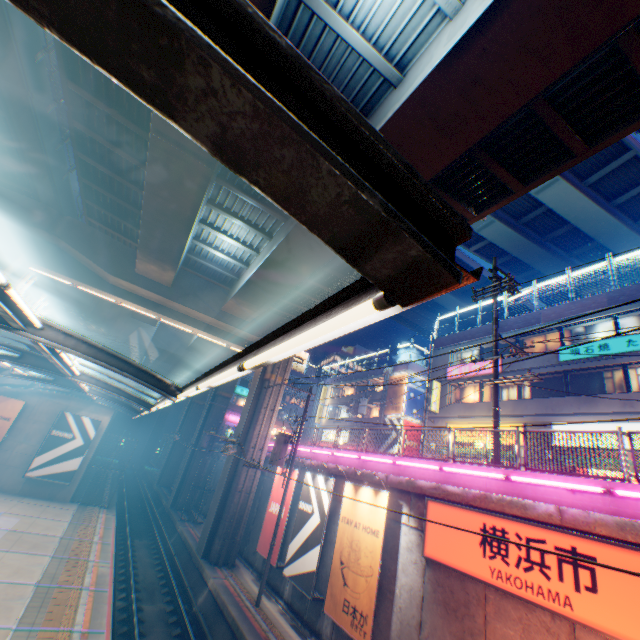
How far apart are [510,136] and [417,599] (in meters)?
14.04

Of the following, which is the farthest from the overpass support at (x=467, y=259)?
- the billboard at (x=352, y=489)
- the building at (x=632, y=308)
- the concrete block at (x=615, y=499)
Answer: the building at (x=632, y=308)

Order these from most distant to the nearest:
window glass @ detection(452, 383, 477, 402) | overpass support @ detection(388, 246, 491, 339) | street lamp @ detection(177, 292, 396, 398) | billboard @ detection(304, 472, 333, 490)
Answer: overpass support @ detection(388, 246, 491, 339), window glass @ detection(452, 383, 477, 402), billboard @ detection(304, 472, 333, 490), street lamp @ detection(177, 292, 396, 398)

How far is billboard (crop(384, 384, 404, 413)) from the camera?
32.8 meters

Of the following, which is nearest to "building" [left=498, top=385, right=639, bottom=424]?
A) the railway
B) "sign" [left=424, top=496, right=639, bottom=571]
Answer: "sign" [left=424, top=496, right=639, bottom=571]

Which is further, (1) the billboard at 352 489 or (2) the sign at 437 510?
(1) the billboard at 352 489

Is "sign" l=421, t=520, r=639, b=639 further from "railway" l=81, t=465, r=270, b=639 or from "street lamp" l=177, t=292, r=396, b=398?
"street lamp" l=177, t=292, r=396, b=398

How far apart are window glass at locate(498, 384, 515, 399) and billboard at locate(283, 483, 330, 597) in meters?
14.1
